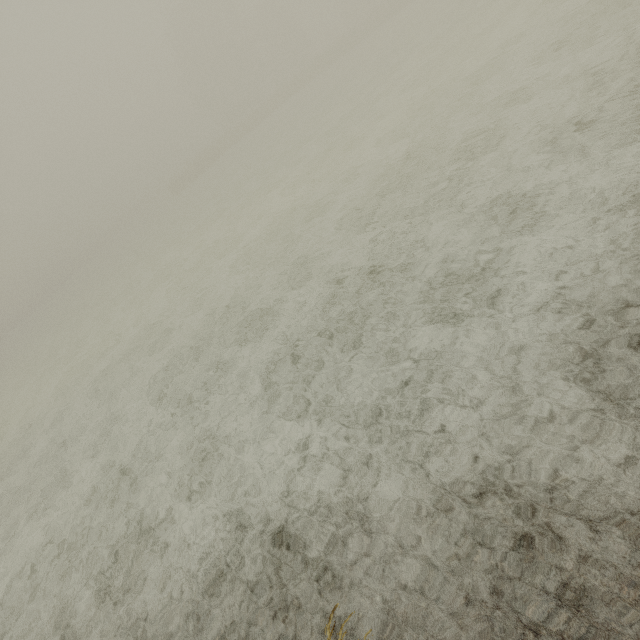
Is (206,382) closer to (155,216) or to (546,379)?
(546,379)
